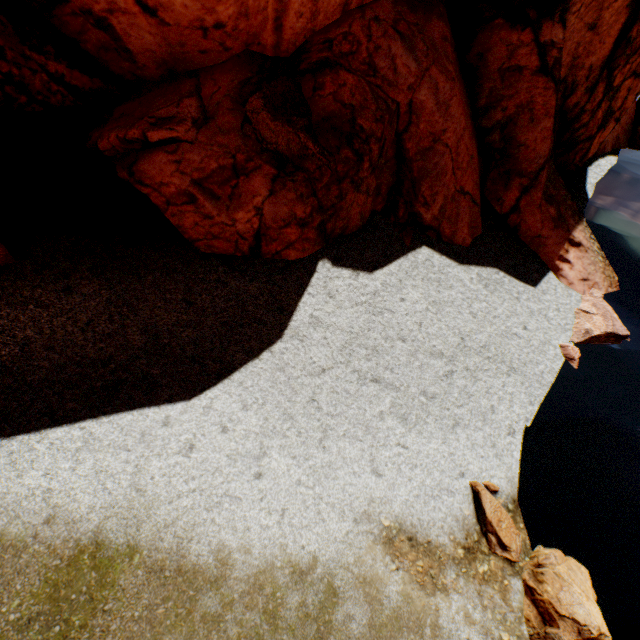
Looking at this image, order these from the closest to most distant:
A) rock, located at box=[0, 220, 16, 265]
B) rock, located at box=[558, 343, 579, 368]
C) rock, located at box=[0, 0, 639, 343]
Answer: rock, located at box=[0, 220, 16, 265] < rock, located at box=[0, 0, 639, 343] < rock, located at box=[558, 343, 579, 368]

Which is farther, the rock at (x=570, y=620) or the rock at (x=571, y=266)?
the rock at (x=571, y=266)

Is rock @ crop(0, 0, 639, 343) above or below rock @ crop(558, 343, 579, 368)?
above

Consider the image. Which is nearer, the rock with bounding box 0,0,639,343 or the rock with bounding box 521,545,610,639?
the rock with bounding box 521,545,610,639

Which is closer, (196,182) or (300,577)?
(300,577)

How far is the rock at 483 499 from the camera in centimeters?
718cm
